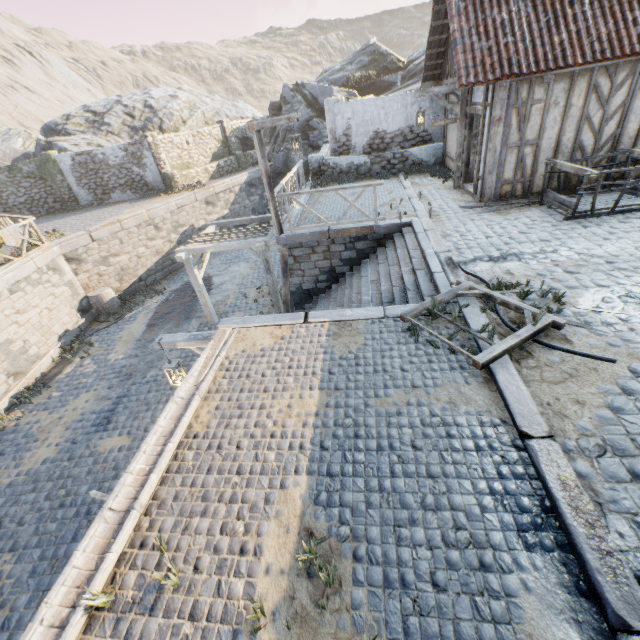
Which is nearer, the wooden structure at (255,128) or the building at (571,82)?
the building at (571,82)

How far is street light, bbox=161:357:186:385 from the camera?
6.6 meters

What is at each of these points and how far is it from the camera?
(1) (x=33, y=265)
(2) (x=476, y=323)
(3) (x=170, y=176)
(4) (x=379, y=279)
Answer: (1) stone blocks, 11.84m
(2) stone blocks, 4.80m
(3) stone column, 19.08m
(4) stairs, 8.43m

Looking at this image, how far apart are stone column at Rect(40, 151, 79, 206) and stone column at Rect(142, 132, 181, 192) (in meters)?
5.12

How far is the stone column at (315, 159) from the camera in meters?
14.8 m

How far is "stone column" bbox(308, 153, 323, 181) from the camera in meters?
14.8

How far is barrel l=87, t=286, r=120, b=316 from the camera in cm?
1391

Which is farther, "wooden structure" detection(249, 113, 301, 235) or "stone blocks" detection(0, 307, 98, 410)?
"stone blocks" detection(0, 307, 98, 410)
